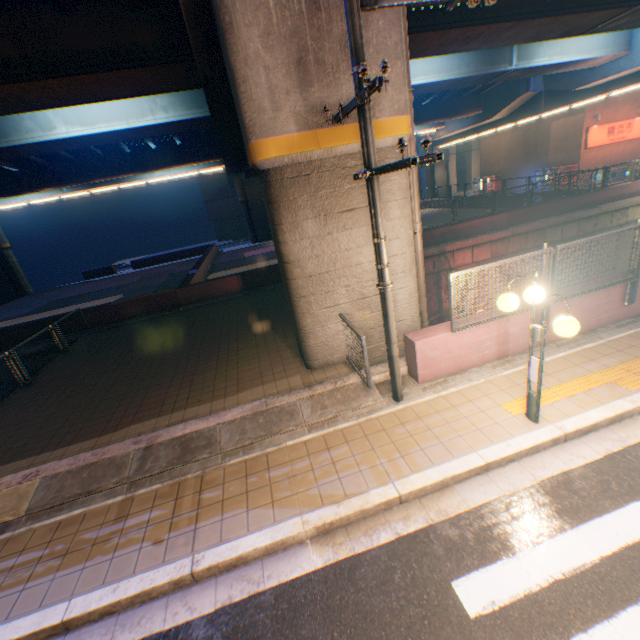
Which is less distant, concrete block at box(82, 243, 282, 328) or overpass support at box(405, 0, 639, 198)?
overpass support at box(405, 0, 639, 198)

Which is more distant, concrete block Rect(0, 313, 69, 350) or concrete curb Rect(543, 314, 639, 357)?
concrete block Rect(0, 313, 69, 350)

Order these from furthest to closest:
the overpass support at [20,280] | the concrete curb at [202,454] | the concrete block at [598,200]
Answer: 1. the overpass support at [20,280]
2. the concrete block at [598,200]
3. the concrete curb at [202,454]

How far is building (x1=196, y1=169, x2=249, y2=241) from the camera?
42.7 meters

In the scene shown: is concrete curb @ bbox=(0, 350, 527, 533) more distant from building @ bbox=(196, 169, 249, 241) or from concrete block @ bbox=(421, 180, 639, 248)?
building @ bbox=(196, 169, 249, 241)

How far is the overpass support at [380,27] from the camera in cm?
568

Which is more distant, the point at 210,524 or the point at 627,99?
the point at 627,99

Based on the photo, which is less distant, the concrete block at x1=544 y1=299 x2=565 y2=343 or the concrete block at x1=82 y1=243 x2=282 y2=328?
the concrete block at x1=544 y1=299 x2=565 y2=343
